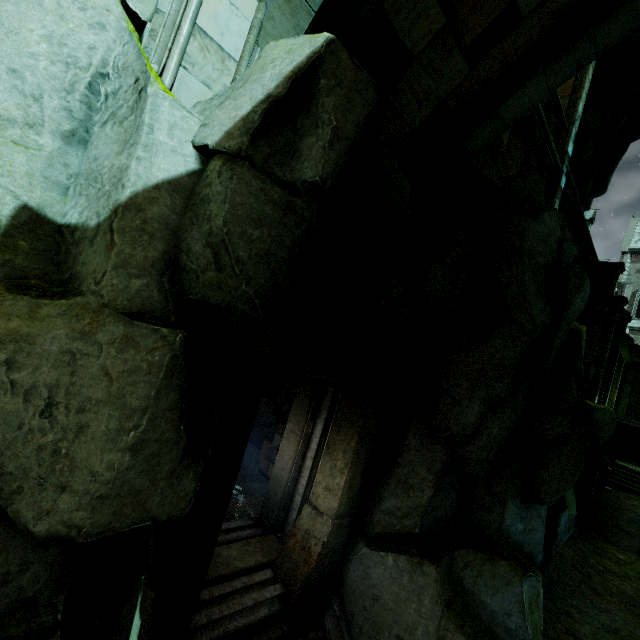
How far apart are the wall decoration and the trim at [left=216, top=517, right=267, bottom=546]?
10.15m

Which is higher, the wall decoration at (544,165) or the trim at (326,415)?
the wall decoration at (544,165)

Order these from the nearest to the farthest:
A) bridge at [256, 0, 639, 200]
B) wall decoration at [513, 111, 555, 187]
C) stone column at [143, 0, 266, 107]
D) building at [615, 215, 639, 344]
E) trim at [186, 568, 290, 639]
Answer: stone column at [143, 0, 266, 107] → bridge at [256, 0, 639, 200] → trim at [186, 568, 290, 639] → wall decoration at [513, 111, 555, 187] → building at [615, 215, 639, 344]

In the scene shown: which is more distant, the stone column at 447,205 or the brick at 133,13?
Result: the stone column at 447,205

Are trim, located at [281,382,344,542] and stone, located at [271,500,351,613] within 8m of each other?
yes

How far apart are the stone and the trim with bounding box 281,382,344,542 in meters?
0.0 m

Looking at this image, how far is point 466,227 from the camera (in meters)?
5.21

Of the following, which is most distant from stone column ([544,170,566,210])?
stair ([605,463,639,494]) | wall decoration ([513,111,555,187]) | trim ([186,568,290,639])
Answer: stair ([605,463,639,494])
